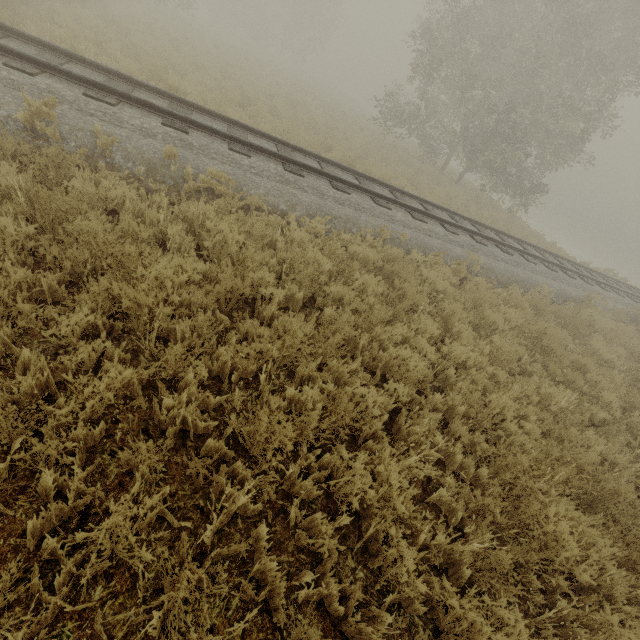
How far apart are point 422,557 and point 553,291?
11.4 meters
